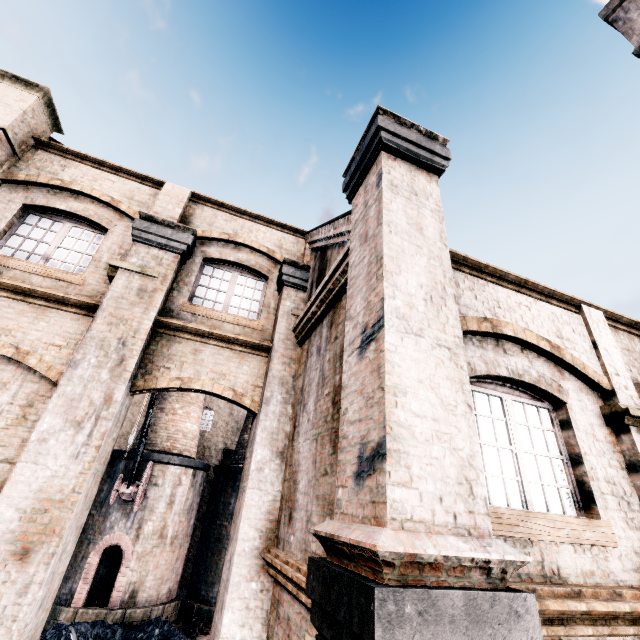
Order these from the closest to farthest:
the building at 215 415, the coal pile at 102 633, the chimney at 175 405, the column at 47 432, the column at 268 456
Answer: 1. the column at 47 432
2. the column at 268 456
3. the coal pile at 102 633
4. the chimney at 175 405
5. the building at 215 415

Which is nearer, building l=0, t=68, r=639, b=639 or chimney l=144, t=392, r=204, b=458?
building l=0, t=68, r=639, b=639

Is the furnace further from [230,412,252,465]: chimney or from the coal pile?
[230,412,252,465]: chimney

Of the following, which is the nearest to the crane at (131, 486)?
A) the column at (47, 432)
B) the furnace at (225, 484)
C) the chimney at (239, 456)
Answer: the furnace at (225, 484)

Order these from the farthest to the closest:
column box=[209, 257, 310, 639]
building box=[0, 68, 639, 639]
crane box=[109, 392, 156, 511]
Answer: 1. crane box=[109, 392, 156, 511]
2. column box=[209, 257, 310, 639]
3. building box=[0, 68, 639, 639]

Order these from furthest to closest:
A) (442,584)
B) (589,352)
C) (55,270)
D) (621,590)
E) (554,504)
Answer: (55,270) < (589,352) < (554,504) < (621,590) < (442,584)

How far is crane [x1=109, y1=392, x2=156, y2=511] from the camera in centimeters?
1512cm

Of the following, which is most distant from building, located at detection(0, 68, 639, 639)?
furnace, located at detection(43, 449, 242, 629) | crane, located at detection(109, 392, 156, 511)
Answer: crane, located at detection(109, 392, 156, 511)
